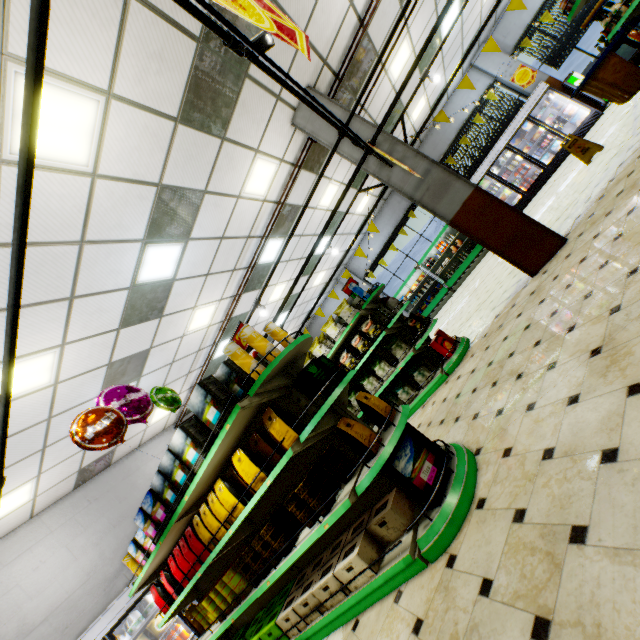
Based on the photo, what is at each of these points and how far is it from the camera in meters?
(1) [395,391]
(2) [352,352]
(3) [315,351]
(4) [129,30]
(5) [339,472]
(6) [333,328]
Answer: (1) packaged chips, 6.0 m
(2) packaged chips, 6.4 m
(3) packaged chips, 6.5 m
(4) building, 3.1 m
(5) packaged coffee, 2.9 m
(6) packaged chips, 6.2 m

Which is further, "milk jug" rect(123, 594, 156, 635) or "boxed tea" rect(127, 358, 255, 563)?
"milk jug" rect(123, 594, 156, 635)

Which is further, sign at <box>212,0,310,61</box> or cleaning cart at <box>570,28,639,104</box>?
cleaning cart at <box>570,28,639,104</box>

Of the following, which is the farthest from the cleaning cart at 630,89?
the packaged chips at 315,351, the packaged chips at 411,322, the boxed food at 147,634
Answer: the boxed food at 147,634

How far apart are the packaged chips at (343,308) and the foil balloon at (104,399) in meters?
2.8 m

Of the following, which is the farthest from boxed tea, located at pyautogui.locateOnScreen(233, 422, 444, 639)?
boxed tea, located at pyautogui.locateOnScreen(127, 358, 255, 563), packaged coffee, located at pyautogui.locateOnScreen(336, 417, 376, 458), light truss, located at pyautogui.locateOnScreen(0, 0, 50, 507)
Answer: light truss, located at pyautogui.locateOnScreen(0, 0, 50, 507)

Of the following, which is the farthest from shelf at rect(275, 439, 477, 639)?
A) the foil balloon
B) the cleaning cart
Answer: the cleaning cart

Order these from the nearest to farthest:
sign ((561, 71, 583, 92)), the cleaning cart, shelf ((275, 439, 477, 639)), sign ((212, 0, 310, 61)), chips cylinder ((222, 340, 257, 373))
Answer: sign ((212, 0, 310, 61))
shelf ((275, 439, 477, 639))
chips cylinder ((222, 340, 257, 373))
the cleaning cart
sign ((561, 71, 583, 92))
